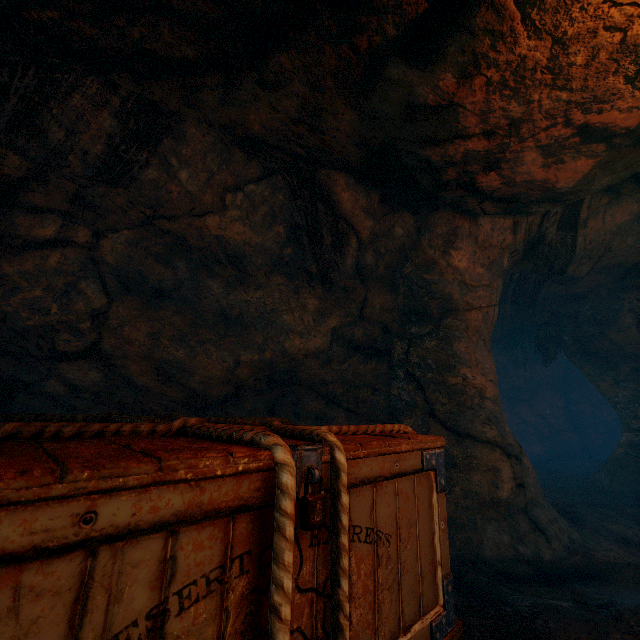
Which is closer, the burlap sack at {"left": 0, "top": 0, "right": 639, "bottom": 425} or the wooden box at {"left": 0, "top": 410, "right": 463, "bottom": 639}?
the wooden box at {"left": 0, "top": 410, "right": 463, "bottom": 639}

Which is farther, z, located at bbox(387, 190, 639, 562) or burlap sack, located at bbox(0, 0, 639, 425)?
z, located at bbox(387, 190, 639, 562)

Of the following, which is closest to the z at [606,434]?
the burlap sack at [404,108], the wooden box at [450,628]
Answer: the burlap sack at [404,108]

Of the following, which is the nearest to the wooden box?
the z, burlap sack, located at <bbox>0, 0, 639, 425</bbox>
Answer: burlap sack, located at <bbox>0, 0, 639, 425</bbox>

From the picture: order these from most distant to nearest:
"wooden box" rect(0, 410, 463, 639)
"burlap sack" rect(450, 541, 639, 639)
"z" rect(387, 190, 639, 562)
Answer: "z" rect(387, 190, 639, 562) < "burlap sack" rect(450, 541, 639, 639) < "wooden box" rect(0, 410, 463, 639)

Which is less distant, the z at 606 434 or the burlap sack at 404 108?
the burlap sack at 404 108

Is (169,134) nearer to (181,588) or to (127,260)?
(127,260)

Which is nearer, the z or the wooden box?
the wooden box
